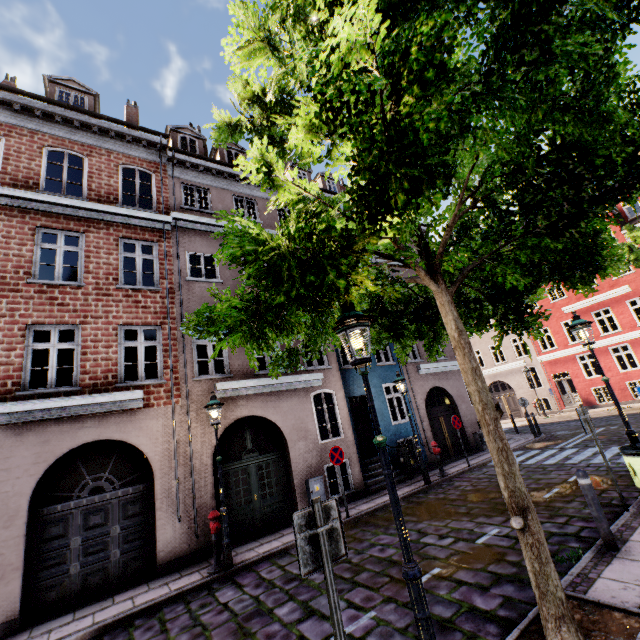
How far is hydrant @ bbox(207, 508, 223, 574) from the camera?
7.2m

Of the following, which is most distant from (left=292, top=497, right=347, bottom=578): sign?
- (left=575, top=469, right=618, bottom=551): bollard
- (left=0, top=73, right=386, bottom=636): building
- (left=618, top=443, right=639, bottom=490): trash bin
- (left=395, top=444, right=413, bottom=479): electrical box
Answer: (left=395, top=444, right=413, bottom=479): electrical box

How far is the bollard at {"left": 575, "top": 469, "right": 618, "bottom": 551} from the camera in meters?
4.8 m

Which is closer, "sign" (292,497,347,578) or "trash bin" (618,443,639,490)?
"sign" (292,497,347,578)

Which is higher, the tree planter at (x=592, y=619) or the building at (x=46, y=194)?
the building at (x=46, y=194)

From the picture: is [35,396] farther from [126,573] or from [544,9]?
[544,9]

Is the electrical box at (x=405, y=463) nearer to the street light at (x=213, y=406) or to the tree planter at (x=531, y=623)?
the street light at (x=213, y=406)

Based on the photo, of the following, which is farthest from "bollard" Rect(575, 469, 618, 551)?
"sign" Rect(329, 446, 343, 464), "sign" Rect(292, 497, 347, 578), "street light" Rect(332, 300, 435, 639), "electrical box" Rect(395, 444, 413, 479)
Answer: "electrical box" Rect(395, 444, 413, 479)
